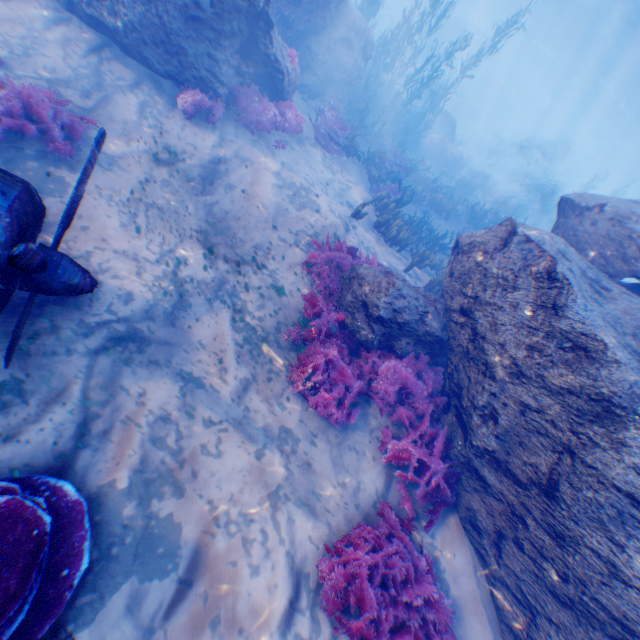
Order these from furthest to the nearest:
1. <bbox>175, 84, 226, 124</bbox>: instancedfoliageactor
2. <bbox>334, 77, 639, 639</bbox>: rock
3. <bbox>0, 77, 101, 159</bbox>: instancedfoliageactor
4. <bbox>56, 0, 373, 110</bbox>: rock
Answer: <bbox>175, 84, 226, 124</bbox>: instancedfoliageactor < <bbox>56, 0, 373, 110</bbox>: rock < <bbox>0, 77, 101, 159</bbox>: instancedfoliageactor < <bbox>334, 77, 639, 639</bbox>: rock

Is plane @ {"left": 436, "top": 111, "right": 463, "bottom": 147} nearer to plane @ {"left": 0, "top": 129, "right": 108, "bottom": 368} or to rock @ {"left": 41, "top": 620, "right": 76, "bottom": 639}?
plane @ {"left": 0, "top": 129, "right": 108, "bottom": 368}

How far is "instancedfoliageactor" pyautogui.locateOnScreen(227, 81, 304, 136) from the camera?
8.1 meters

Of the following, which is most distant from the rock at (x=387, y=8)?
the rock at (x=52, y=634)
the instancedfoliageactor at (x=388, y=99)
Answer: the rock at (x=52, y=634)

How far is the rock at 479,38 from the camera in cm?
3909

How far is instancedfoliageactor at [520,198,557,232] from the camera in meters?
26.6

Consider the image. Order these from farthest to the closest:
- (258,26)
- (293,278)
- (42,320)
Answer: (258,26), (293,278), (42,320)

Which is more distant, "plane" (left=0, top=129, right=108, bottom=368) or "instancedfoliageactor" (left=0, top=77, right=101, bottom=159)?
"instancedfoliageactor" (left=0, top=77, right=101, bottom=159)
